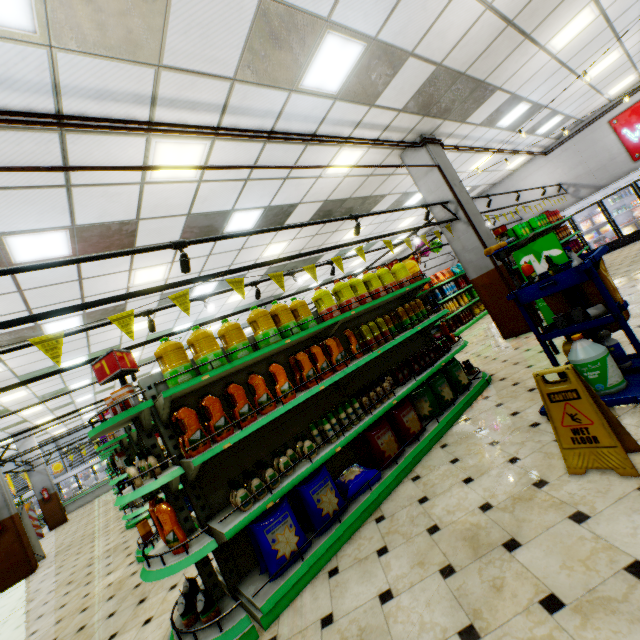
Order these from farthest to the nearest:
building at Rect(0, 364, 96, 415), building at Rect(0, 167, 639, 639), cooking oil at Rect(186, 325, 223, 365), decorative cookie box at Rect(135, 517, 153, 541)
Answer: building at Rect(0, 364, 96, 415) < decorative cookie box at Rect(135, 517, 153, 541) < cooking oil at Rect(186, 325, 223, 365) < building at Rect(0, 167, 639, 639)

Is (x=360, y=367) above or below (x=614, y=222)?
above

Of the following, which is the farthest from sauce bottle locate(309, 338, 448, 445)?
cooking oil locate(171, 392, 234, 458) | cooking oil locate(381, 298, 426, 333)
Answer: cooking oil locate(171, 392, 234, 458)

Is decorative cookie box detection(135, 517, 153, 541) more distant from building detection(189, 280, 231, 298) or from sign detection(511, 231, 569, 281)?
sign detection(511, 231, 569, 281)

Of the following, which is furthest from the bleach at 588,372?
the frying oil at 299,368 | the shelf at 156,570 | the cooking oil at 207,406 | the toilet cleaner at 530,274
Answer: the cooking oil at 207,406

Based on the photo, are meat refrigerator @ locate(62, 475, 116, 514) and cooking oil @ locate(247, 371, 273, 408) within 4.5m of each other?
no

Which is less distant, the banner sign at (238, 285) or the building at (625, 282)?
the banner sign at (238, 285)

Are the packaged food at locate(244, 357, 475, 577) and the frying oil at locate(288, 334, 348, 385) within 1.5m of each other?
yes
